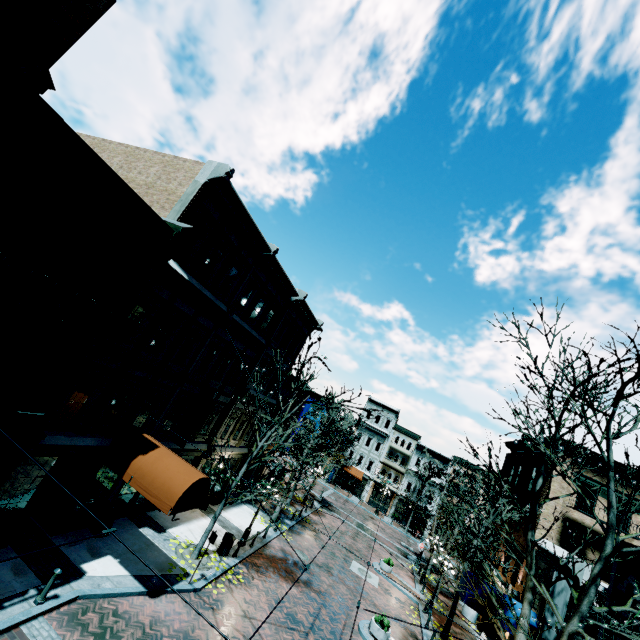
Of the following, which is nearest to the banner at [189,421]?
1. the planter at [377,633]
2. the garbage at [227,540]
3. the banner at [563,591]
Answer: the garbage at [227,540]

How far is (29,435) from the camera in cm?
861

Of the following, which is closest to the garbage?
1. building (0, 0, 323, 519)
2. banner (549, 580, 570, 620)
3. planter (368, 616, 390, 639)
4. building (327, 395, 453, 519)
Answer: building (0, 0, 323, 519)

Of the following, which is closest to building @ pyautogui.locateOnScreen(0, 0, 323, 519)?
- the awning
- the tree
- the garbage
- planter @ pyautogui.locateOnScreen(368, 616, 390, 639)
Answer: the awning

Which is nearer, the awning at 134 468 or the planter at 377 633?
the awning at 134 468

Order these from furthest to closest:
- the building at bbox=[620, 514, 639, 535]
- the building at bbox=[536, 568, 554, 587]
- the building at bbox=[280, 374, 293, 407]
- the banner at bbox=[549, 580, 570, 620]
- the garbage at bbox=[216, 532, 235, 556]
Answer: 1. the building at bbox=[280, 374, 293, 407]
2. the building at bbox=[620, 514, 639, 535]
3. the building at bbox=[536, 568, 554, 587]
4. the garbage at bbox=[216, 532, 235, 556]
5. the banner at bbox=[549, 580, 570, 620]

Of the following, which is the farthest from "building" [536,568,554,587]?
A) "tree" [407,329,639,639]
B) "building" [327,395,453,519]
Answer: "building" [327,395,453,519]

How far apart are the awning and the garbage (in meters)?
4.88
